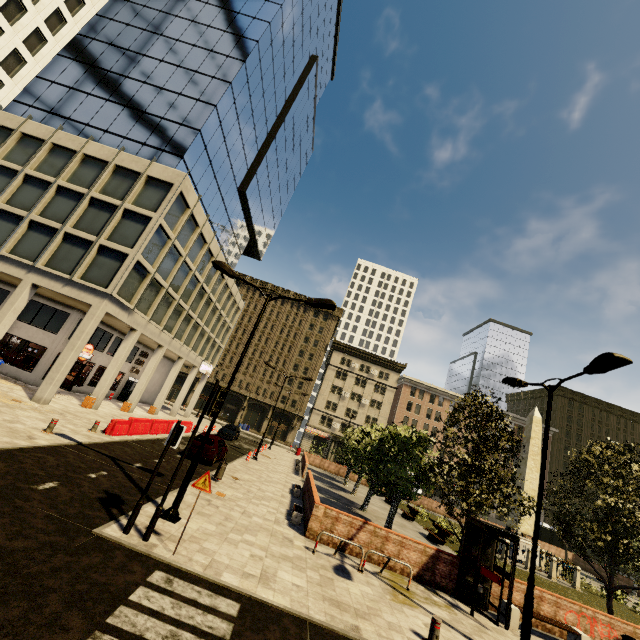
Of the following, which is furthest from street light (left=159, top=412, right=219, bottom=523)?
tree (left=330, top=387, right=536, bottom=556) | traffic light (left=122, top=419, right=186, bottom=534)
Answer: tree (left=330, top=387, right=536, bottom=556)

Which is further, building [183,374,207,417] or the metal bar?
building [183,374,207,417]

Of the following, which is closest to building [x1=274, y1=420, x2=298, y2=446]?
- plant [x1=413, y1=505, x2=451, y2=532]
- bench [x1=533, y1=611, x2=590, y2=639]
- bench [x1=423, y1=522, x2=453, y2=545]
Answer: bench [x1=533, y1=611, x2=590, y2=639]

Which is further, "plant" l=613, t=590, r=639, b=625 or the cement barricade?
"plant" l=613, t=590, r=639, b=625

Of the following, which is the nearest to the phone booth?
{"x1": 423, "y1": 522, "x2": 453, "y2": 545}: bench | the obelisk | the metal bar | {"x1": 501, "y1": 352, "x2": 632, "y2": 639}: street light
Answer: {"x1": 501, "y1": 352, "x2": 632, "y2": 639}: street light

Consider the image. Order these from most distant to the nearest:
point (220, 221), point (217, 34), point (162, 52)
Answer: point (220, 221)
point (217, 34)
point (162, 52)

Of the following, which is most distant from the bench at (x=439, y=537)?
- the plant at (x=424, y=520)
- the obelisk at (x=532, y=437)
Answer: the obelisk at (x=532, y=437)

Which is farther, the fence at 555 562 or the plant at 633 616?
the fence at 555 562
